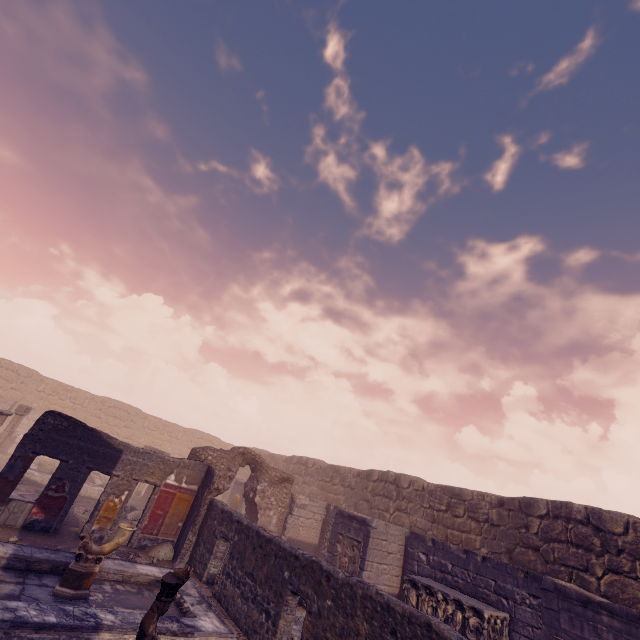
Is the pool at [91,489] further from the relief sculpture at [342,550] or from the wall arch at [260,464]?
the relief sculpture at [342,550]

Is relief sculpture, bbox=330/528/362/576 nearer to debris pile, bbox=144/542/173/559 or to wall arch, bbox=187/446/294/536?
wall arch, bbox=187/446/294/536

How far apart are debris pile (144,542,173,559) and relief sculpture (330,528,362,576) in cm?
517

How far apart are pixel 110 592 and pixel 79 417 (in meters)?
23.34

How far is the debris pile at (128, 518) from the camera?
10.6m

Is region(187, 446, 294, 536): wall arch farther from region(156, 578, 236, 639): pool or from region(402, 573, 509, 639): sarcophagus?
region(402, 573, 509, 639): sarcophagus

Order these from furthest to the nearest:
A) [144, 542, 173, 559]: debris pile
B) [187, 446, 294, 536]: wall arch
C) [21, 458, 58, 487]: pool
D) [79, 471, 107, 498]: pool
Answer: [79, 471, 107, 498]: pool
[21, 458, 58, 487]: pool
[187, 446, 294, 536]: wall arch
[144, 542, 173, 559]: debris pile

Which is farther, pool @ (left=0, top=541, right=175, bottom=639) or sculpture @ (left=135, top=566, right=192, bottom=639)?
pool @ (left=0, top=541, right=175, bottom=639)
